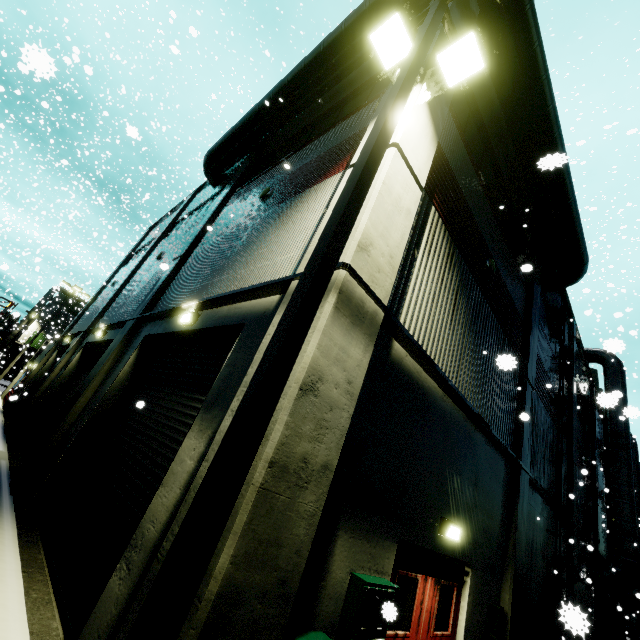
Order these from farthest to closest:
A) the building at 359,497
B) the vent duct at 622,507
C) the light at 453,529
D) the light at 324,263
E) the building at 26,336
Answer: the building at 26,336, the vent duct at 622,507, the light at 453,529, the building at 359,497, the light at 324,263

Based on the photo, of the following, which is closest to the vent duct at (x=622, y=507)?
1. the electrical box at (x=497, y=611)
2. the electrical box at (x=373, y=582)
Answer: the electrical box at (x=373, y=582)

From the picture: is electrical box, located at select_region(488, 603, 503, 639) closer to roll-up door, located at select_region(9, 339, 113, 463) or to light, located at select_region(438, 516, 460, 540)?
light, located at select_region(438, 516, 460, 540)

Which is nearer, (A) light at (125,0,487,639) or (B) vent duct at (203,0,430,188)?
(A) light at (125,0,487,639)

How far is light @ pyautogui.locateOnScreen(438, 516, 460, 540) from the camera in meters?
5.3 m

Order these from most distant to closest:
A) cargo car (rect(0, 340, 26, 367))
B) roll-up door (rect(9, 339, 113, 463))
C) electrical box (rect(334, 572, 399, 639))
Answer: cargo car (rect(0, 340, 26, 367)) < roll-up door (rect(9, 339, 113, 463)) < electrical box (rect(334, 572, 399, 639))

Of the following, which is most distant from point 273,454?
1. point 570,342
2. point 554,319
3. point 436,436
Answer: point 570,342

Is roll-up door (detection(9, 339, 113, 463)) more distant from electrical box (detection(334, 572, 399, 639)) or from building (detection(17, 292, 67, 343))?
electrical box (detection(334, 572, 399, 639))
